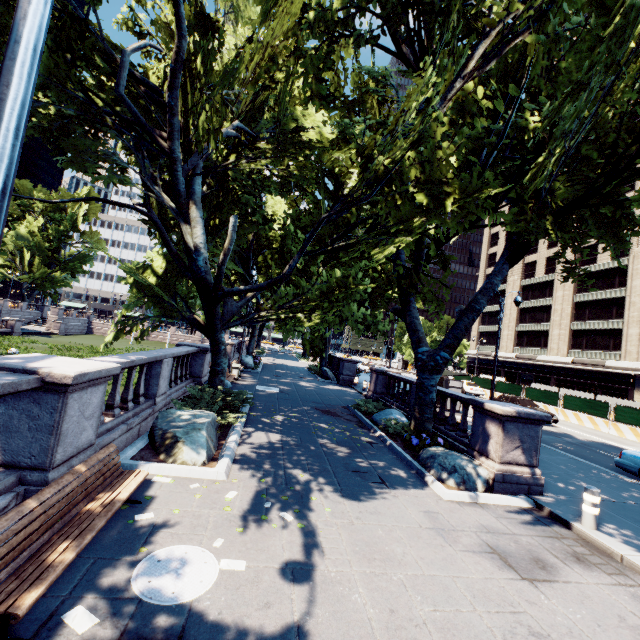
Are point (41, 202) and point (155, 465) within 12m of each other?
no

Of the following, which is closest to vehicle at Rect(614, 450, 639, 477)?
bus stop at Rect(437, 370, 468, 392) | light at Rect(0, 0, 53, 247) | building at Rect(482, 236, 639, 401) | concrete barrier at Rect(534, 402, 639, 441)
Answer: bus stop at Rect(437, 370, 468, 392)

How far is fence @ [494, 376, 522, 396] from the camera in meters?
31.2

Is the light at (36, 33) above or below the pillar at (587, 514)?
above

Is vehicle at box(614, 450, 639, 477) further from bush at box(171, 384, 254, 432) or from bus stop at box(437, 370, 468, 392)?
bush at box(171, 384, 254, 432)

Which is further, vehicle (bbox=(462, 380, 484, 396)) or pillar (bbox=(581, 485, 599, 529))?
vehicle (bbox=(462, 380, 484, 396))

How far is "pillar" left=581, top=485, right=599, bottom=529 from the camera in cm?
682

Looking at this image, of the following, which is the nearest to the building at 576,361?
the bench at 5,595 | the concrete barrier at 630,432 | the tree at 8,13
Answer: the concrete barrier at 630,432
